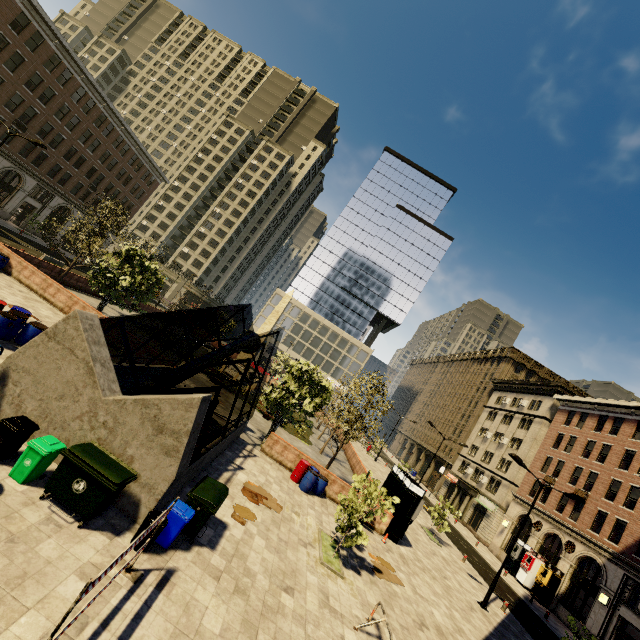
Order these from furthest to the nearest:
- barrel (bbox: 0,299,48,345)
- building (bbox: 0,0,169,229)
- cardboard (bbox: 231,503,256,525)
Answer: building (bbox: 0,0,169,229) < barrel (bbox: 0,299,48,345) < cardboard (bbox: 231,503,256,525)

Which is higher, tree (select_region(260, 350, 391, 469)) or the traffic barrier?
tree (select_region(260, 350, 391, 469))

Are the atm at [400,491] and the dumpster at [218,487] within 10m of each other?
no

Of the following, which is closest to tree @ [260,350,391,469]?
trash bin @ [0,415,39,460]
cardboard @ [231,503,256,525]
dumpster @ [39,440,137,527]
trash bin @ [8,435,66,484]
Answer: cardboard @ [231,503,256,525]

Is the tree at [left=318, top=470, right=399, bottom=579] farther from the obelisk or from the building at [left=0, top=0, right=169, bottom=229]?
the obelisk

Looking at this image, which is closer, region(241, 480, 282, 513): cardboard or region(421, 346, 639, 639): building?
region(241, 480, 282, 513): cardboard

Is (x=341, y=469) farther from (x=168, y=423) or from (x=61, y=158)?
(x=61, y=158)

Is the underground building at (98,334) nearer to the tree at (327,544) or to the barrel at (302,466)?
the tree at (327,544)
